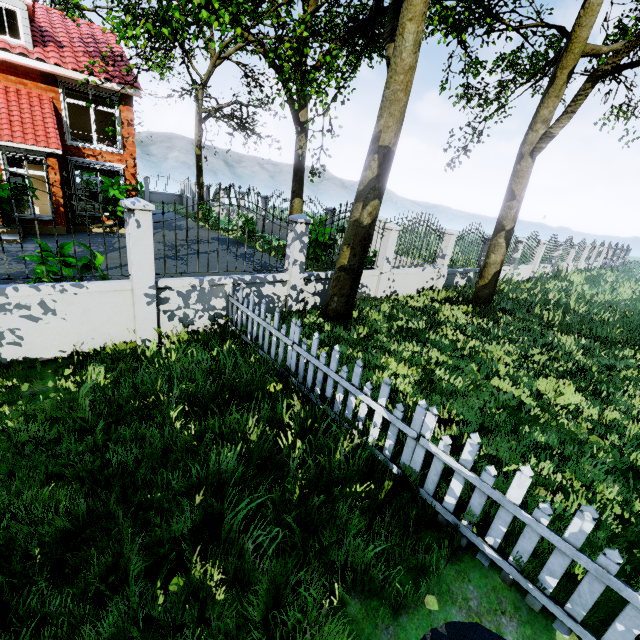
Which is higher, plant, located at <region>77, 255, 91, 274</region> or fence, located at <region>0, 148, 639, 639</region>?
plant, located at <region>77, 255, 91, 274</region>

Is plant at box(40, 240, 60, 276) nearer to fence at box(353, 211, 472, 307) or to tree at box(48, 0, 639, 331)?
fence at box(353, 211, 472, 307)

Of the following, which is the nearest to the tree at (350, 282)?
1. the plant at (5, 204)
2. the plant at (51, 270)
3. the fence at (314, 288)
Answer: the fence at (314, 288)

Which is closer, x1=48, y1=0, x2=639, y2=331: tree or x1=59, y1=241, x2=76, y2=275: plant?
x1=59, y1=241, x2=76, y2=275: plant

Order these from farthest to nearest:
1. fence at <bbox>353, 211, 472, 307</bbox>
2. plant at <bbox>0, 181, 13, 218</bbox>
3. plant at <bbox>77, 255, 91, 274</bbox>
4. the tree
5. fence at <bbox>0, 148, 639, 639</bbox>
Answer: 1. plant at <bbox>0, 181, 13, 218</bbox>
2. fence at <bbox>353, 211, 472, 307</bbox>
3. the tree
4. plant at <bbox>77, 255, 91, 274</bbox>
5. fence at <bbox>0, 148, 639, 639</bbox>

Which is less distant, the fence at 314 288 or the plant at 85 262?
the fence at 314 288

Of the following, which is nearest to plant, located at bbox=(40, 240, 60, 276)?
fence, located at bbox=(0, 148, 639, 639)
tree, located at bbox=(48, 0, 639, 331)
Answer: fence, located at bbox=(0, 148, 639, 639)

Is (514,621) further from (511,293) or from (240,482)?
(511,293)
